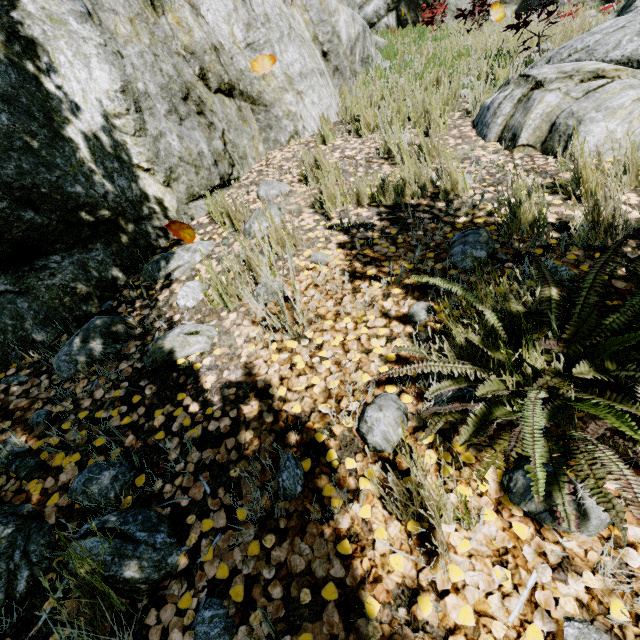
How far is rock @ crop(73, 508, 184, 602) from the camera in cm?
118

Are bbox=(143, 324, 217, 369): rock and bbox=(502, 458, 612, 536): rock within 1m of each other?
no

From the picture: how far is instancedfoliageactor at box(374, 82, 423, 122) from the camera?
4.04m

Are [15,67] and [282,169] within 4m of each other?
yes

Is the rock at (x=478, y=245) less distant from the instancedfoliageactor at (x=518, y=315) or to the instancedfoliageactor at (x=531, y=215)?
the instancedfoliageactor at (x=518, y=315)

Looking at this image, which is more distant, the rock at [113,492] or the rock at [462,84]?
the rock at [462,84]

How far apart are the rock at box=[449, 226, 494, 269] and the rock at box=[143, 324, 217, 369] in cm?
172

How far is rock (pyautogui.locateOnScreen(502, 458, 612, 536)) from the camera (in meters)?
1.07
